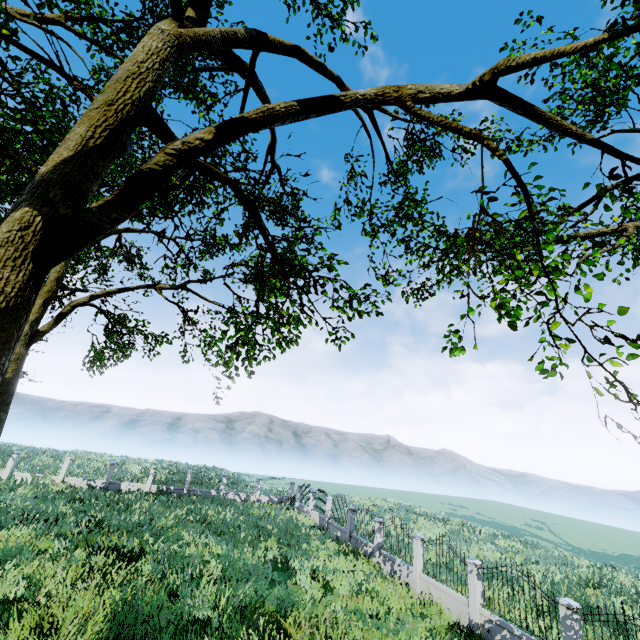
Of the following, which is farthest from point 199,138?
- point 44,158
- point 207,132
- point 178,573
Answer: point 178,573

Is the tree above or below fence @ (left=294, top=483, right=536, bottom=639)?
above

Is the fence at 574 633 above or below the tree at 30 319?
below

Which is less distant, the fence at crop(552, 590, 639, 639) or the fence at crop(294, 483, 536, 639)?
the fence at crop(552, 590, 639, 639)

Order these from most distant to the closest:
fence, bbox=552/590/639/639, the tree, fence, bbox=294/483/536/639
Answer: fence, bbox=294/483/536/639 → fence, bbox=552/590/639/639 → the tree

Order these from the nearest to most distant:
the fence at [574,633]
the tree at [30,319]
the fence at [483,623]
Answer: the tree at [30,319] < the fence at [574,633] < the fence at [483,623]

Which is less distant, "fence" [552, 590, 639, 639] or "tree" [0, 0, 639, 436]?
"tree" [0, 0, 639, 436]
